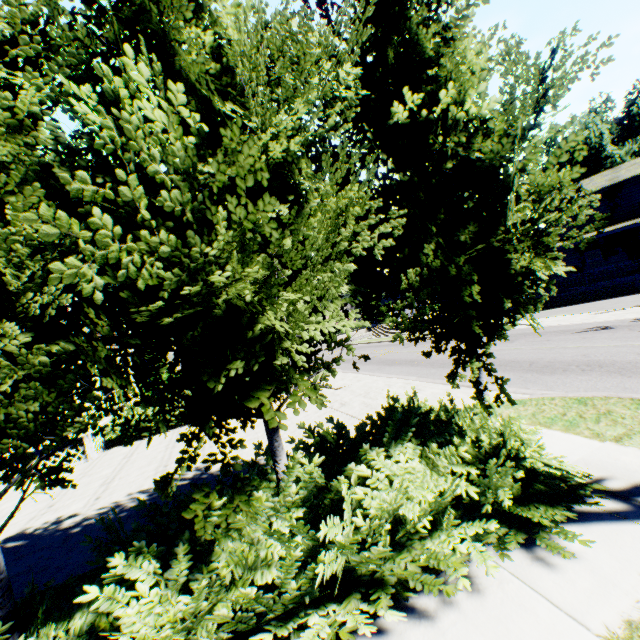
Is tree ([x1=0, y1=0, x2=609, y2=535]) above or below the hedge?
above

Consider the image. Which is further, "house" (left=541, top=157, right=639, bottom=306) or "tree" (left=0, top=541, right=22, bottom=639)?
"house" (left=541, top=157, right=639, bottom=306)

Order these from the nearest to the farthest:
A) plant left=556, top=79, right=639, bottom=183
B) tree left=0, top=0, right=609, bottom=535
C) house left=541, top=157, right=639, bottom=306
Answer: tree left=0, top=0, right=609, bottom=535
house left=541, top=157, right=639, bottom=306
plant left=556, top=79, right=639, bottom=183

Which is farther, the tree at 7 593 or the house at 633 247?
the house at 633 247

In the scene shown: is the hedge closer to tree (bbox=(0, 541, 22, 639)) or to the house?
tree (bbox=(0, 541, 22, 639))

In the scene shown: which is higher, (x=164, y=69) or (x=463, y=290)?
(x=164, y=69)

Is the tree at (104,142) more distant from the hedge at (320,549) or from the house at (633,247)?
the house at (633,247)

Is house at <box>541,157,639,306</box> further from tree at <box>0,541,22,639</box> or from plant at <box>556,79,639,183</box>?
tree at <box>0,541,22,639</box>
